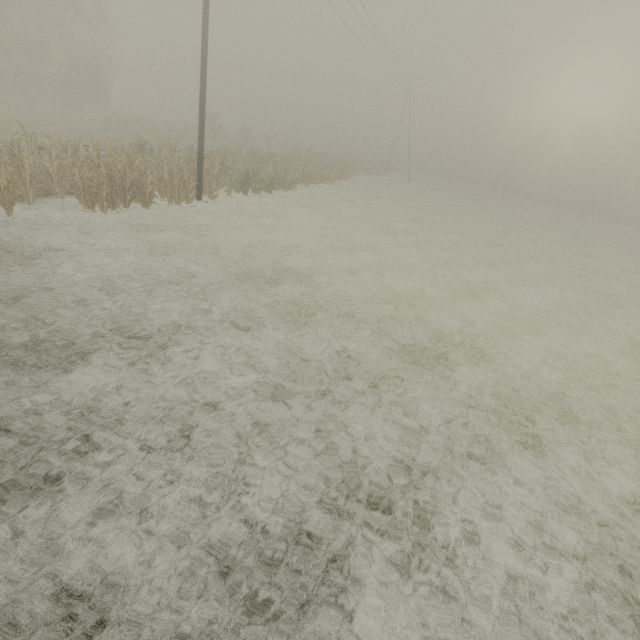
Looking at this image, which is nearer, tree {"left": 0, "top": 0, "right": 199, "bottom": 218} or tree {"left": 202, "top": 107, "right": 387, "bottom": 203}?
tree {"left": 0, "top": 0, "right": 199, "bottom": 218}

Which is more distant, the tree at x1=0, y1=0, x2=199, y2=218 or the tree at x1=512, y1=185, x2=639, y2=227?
the tree at x1=512, y1=185, x2=639, y2=227

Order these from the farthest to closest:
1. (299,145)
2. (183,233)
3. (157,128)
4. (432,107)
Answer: (299,145) → (432,107) → (157,128) → (183,233)

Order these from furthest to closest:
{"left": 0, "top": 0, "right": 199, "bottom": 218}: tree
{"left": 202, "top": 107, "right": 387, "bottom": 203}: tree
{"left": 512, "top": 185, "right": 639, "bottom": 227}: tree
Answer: {"left": 512, "top": 185, "right": 639, "bottom": 227}: tree < {"left": 202, "top": 107, "right": 387, "bottom": 203}: tree < {"left": 0, "top": 0, "right": 199, "bottom": 218}: tree

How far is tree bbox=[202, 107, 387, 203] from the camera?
18.14m

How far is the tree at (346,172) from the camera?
18.1m

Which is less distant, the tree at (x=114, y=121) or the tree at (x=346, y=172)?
the tree at (x=114, y=121)
